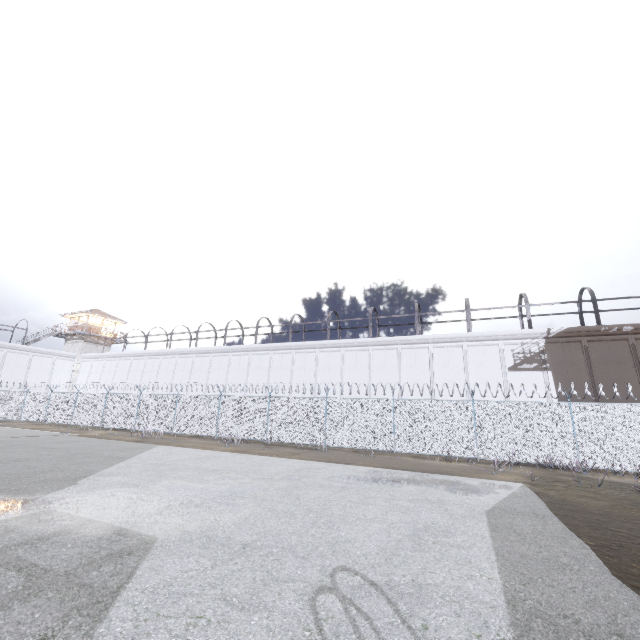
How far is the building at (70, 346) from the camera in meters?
42.6 m

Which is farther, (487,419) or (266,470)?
(487,419)

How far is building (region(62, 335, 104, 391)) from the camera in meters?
42.6 m

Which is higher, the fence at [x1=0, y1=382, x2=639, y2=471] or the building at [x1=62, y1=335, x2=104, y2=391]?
the building at [x1=62, y1=335, x2=104, y2=391]

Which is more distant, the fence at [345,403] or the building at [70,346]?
the building at [70,346]

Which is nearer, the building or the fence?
the fence
